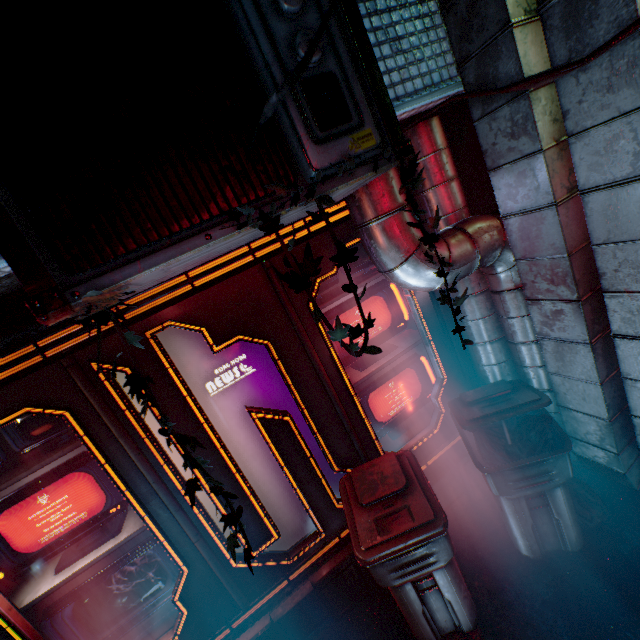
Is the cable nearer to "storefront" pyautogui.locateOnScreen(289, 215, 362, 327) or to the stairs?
"storefront" pyautogui.locateOnScreen(289, 215, 362, 327)

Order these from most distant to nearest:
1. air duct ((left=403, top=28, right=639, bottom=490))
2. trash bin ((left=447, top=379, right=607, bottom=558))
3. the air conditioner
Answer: trash bin ((left=447, top=379, right=607, bottom=558)) < air duct ((left=403, top=28, right=639, bottom=490)) < the air conditioner

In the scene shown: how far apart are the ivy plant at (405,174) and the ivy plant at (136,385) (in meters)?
0.33

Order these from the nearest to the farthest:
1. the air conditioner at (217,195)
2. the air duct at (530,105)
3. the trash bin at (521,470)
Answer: the air conditioner at (217,195), the air duct at (530,105), the trash bin at (521,470)

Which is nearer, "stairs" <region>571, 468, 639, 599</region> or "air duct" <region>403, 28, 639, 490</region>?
"air duct" <region>403, 28, 639, 490</region>

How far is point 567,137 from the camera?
1.5 meters

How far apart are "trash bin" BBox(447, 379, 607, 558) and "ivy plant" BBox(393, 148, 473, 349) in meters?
1.1

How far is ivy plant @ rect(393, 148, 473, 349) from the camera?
0.99m
